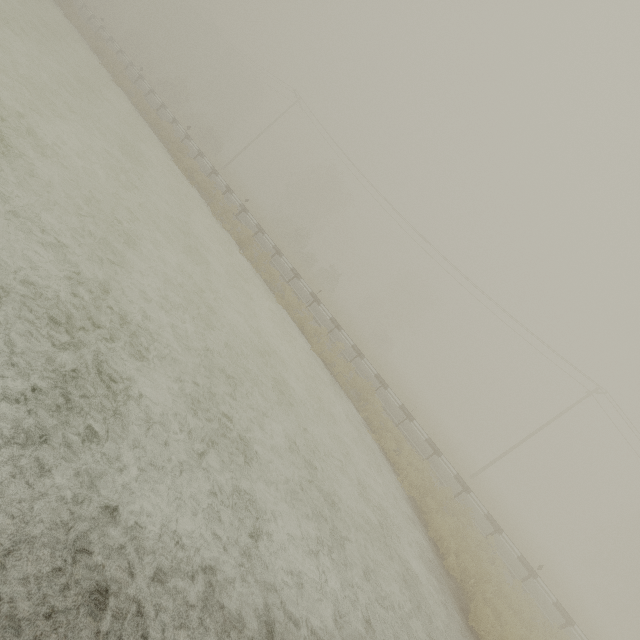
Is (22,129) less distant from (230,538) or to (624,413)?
(230,538)
